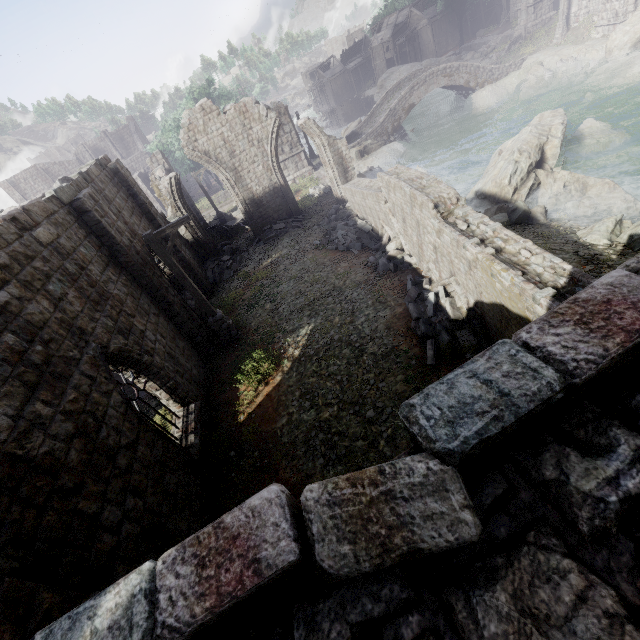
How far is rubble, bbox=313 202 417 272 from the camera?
11.7 meters

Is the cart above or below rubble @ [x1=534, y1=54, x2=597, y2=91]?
above

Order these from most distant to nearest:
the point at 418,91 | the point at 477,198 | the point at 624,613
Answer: the point at 418,91 < the point at 477,198 < the point at 624,613

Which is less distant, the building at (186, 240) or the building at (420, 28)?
the building at (186, 240)

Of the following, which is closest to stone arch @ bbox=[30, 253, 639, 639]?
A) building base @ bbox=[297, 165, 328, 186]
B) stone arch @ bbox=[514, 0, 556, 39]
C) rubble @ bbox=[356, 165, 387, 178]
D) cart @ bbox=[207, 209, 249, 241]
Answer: building base @ bbox=[297, 165, 328, 186]

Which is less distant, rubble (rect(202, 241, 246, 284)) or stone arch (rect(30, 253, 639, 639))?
stone arch (rect(30, 253, 639, 639))

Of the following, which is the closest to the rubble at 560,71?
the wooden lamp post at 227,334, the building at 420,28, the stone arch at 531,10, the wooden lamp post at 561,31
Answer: the wooden lamp post at 561,31

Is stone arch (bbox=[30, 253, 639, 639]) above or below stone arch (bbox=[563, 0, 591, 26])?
above
